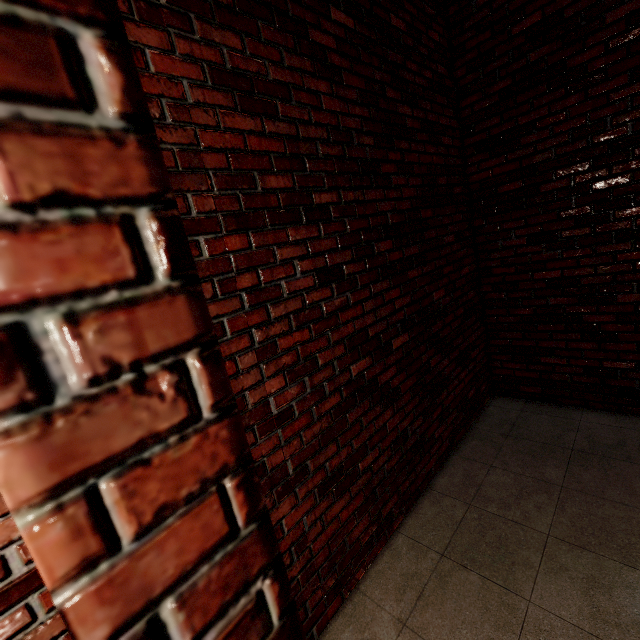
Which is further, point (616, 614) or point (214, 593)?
point (616, 614)
